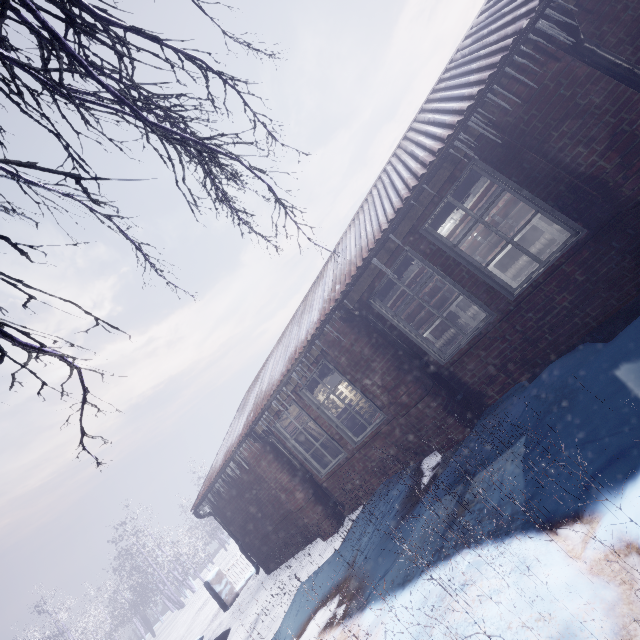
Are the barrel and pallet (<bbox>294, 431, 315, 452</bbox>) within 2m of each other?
no

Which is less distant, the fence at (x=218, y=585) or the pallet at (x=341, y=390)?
the fence at (x=218, y=585)

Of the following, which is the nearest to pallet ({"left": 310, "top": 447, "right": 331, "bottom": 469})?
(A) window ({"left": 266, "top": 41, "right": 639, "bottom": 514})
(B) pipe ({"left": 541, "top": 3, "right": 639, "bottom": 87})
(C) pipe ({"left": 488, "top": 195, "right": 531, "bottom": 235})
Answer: (A) window ({"left": 266, "top": 41, "right": 639, "bottom": 514})

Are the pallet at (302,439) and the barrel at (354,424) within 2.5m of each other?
no

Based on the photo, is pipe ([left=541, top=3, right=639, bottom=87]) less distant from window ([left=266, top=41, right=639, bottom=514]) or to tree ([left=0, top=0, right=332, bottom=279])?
window ([left=266, top=41, right=639, bottom=514])

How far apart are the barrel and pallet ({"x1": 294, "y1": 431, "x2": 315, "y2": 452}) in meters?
3.3

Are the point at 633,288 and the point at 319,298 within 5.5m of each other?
yes

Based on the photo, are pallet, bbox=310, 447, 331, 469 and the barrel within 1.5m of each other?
no
